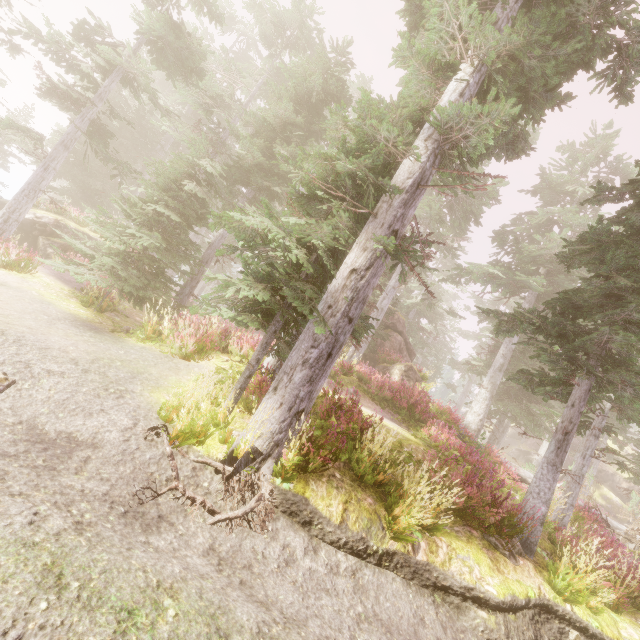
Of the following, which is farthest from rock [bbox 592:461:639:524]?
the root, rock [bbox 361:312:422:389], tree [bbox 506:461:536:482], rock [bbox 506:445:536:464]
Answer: the root

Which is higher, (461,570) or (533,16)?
(533,16)

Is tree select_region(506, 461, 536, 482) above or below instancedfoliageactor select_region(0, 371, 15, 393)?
above

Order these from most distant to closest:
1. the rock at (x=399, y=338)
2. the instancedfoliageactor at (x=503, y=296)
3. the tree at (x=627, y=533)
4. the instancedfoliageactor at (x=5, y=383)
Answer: the rock at (x=399, y=338) → the tree at (x=627, y=533) → the instancedfoliageactor at (x=503, y=296) → the instancedfoliageactor at (x=5, y=383)

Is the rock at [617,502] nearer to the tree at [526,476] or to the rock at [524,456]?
the rock at [524,456]

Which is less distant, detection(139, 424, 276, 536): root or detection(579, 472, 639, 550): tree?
detection(139, 424, 276, 536): root

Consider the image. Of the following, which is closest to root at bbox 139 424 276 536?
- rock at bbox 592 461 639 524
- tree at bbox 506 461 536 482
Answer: tree at bbox 506 461 536 482

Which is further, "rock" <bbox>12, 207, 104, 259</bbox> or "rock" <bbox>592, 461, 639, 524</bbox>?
"rock" <bbox>592, 461, 639, 524</bbox>
